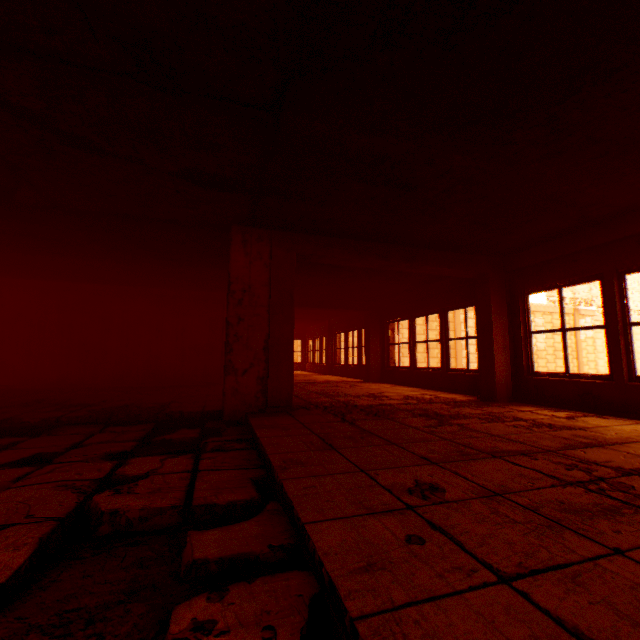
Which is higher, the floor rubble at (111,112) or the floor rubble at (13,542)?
the floor rubble at (111,112)

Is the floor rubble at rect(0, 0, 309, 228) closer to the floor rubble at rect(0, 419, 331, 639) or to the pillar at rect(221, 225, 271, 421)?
the pillar at rect(221, 225, 271, 421)

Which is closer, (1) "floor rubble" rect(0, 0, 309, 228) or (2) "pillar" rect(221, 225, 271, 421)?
(1) "floor rubble" rect(0, 0, 309, 228)

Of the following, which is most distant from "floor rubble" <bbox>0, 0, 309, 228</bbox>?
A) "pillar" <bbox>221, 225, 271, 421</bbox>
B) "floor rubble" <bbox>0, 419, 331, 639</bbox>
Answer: "floor rubble" <bbox>0, 419, 331, 639</bbox>

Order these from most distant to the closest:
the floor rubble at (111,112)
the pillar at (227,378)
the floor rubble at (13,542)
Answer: the pillar at (227,378)
the floor rubble at (111,112)
the floor rubble at (13,542)

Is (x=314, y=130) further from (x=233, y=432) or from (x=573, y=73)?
(x=233, y=432)

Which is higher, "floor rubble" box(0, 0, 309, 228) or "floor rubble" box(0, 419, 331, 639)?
"floor rubble" box(0, 0, 309, 228)
